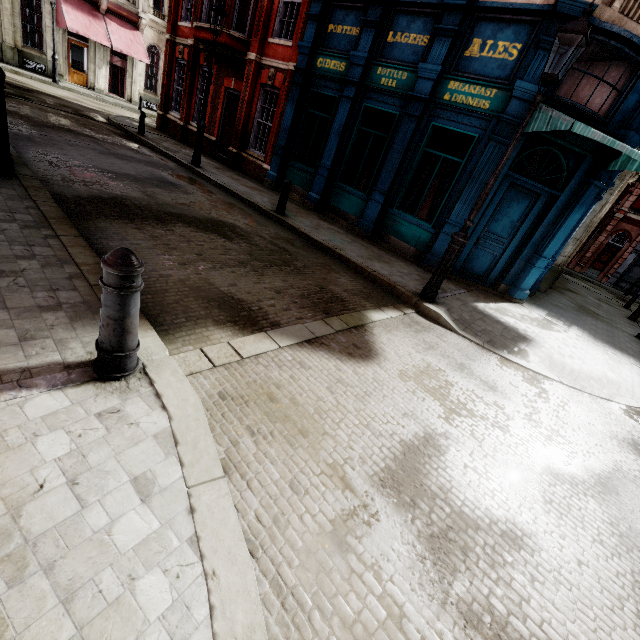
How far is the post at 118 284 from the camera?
2.00m

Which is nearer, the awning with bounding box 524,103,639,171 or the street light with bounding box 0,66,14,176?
the street light with bounding box 0,66,14,176

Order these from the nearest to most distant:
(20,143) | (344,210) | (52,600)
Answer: (52,600) → (20,143) → (344,210)

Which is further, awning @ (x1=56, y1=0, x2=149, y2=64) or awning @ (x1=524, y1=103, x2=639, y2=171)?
awning @ (x1=56, y1=0, x2=149, y2=64)

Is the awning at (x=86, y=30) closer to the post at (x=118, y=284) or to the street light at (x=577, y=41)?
the street light at (x=577, y=41)

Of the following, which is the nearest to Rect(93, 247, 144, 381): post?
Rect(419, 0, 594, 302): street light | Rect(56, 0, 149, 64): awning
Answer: Rect(419, 0, 594, 302): street light

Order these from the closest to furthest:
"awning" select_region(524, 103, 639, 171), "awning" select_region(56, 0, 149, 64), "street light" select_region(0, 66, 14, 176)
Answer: "street light" select_region(0, 66, 14, 176), "awning" select_region(524, 103, 639, 171), "awning" select_region(56, 0, 149, 64)

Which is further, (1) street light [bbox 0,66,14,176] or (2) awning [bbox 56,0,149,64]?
(2) awning [bbox 56,0,149,64]
